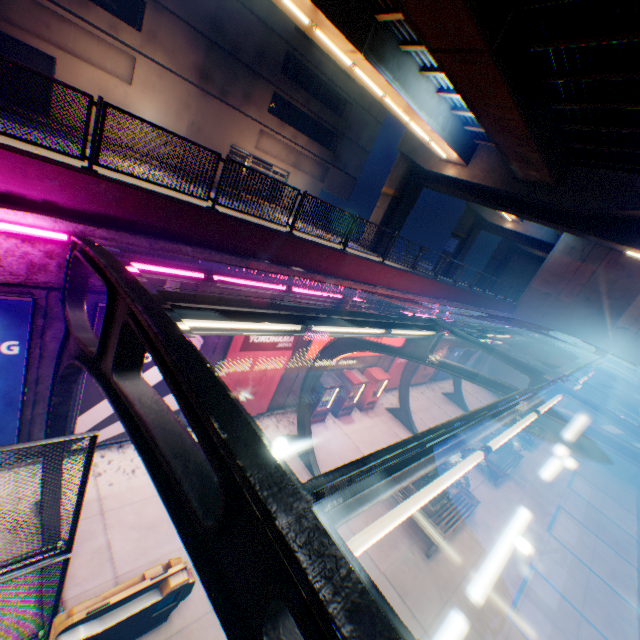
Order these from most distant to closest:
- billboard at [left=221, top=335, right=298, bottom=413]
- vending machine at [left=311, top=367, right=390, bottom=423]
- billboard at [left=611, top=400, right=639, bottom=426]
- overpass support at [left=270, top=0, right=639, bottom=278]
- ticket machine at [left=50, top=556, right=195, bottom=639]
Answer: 1. billboard at [left=611, top=400, right=639, bottom=426]
2. vending machine at [left=311, top=367, right=390, bottom=423]
3. billboard at [left=221, top=335, right=298, bottom=413]
4. overpass support at [left=270, top=0, right=639, bottom=278]
5. ticket machine at [left=50, top=556, right=195, bottom=639]

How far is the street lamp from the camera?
1.7m

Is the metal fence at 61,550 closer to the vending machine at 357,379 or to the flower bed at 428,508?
the vending machine at 357,379

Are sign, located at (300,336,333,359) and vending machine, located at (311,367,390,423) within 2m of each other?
yes

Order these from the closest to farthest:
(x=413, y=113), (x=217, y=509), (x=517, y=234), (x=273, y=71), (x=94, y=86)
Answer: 1. (x=217, y=509)
2. (x=413, y=113)
3. (x=94, y=86)
4. (x=273, y=71)
5. (x=517, y=234)

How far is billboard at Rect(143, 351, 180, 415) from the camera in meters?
8.4

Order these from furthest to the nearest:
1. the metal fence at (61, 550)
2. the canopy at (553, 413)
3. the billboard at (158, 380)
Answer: the billboard at (158, 380) < the canopy at (553, 413) < the metal fence at (61, 550)

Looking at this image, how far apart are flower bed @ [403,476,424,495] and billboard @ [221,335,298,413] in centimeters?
577cm
